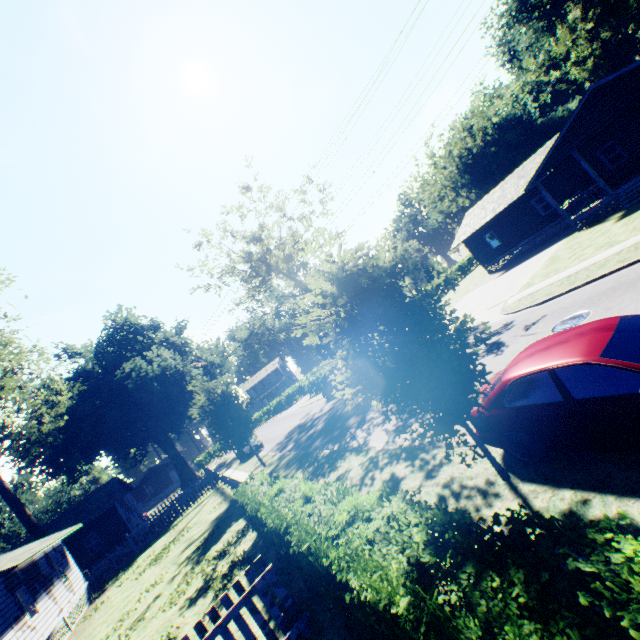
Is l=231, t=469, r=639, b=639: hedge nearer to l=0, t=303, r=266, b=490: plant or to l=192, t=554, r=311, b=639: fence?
l=192, t=554, r=311, b=639: fence

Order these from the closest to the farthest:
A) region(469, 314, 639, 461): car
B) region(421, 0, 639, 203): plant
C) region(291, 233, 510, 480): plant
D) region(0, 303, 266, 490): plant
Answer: region(469, 314, 639, 461): car
region(291, 233, 510, 480): plant
region(0, 303, 266, 490): plant
region(421, 0, 639, 203): plant

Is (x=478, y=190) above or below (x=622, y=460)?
above

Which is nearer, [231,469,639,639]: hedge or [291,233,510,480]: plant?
[231,469,639,639]: hedge

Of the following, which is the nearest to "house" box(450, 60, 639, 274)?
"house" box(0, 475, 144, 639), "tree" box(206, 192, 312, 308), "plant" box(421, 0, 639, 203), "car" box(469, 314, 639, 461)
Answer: "tree" box(206, 192, 312, 308)

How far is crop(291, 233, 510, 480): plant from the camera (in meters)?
5.07

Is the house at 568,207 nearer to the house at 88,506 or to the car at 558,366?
the car at 558,366

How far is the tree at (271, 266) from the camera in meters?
32.2 m
